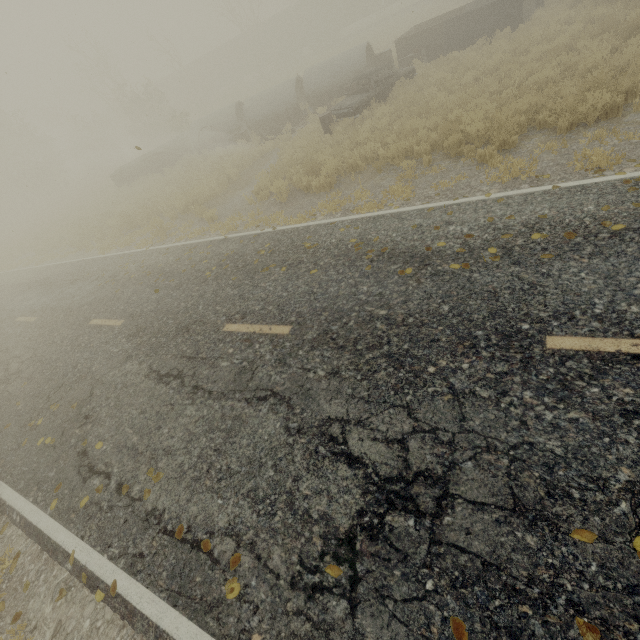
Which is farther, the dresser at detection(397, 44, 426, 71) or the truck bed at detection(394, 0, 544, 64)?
the dresser at detection(397, 44, 426, 71)

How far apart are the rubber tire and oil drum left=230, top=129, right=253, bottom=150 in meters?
0.4

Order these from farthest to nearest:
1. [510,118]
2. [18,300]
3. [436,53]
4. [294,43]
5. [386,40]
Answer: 1. [294,43]
2. [386,40]
3. [436,53]
4. [18,300]
5. [510,118]

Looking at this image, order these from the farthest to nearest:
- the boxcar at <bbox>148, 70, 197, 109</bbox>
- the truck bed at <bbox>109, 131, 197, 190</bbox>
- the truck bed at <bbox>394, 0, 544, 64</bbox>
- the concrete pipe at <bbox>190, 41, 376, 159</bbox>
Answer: the boxcar at <bbox>148, 70, 197, 109</bbox> → the truck bed at <bbox>109, 131, 197, 190</bbox> → the concrete pipe at <bbox>190, 41, 376, 159</bbox> → the truck bed at <bbox>394, 0, 544, 64</bbox>

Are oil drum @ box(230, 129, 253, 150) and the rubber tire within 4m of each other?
yes

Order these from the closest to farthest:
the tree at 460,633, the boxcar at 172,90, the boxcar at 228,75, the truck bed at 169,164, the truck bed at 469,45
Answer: the tree at 460,633, the truck bed at 469,45, the truck bed at 169,164, the boxcar at 228,75, the boxcar at 172,90

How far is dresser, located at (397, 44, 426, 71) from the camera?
15.4 meters

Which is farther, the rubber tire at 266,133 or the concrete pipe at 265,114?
the rubber tire at 266,133
